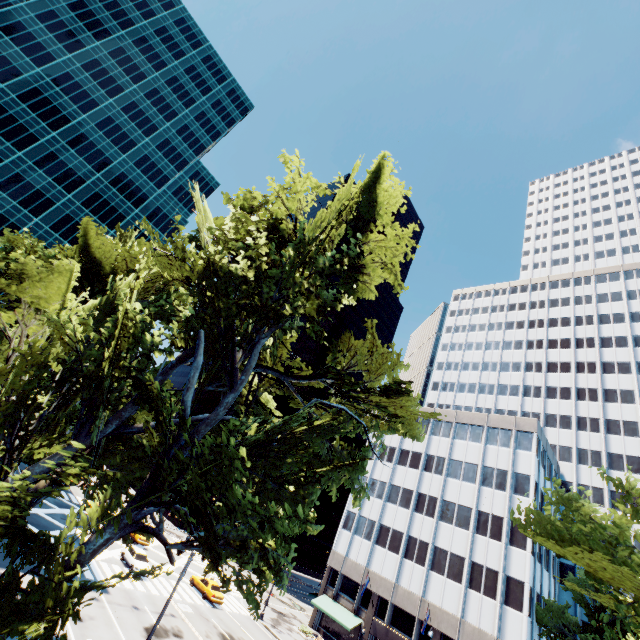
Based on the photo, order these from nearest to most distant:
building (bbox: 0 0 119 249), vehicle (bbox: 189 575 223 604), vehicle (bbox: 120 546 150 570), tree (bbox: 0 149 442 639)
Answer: tree (bbox: 0 149 442 639) < vehicle (bbox: 120 546 150 570) < vehicle (bbox: 189 575 223 604) < building (bbox: 0 0 119 249)

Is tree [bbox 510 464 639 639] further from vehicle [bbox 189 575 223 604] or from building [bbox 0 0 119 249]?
building [bbox 0 0 119 249]

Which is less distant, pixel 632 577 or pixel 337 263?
pixel 632 577

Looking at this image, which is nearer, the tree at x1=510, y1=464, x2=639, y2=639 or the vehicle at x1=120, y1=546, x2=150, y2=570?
the tree at x1=510, y1=464, x2=639, y2=639

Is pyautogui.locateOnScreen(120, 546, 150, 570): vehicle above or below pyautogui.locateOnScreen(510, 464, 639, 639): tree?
below

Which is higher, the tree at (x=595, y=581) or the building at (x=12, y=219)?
the building at (x=12, y=219)

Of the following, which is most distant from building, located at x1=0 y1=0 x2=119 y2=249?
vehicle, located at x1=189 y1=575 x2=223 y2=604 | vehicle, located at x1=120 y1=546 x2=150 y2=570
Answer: vehicle, located at x1=189 y1=575 x2=223 y2=604

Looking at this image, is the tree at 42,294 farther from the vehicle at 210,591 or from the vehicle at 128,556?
the vehicle at 210,591
